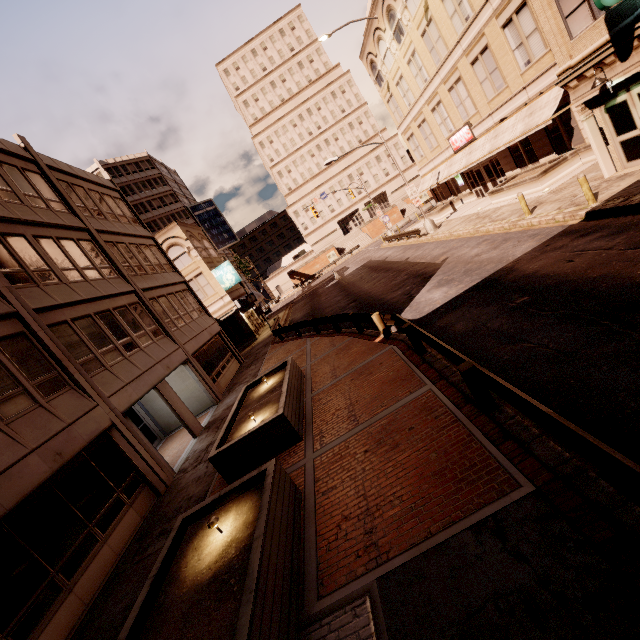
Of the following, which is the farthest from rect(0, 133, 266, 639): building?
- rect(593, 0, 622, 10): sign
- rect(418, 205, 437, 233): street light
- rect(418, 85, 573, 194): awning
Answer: rect(418, 85, 573, 194): awning

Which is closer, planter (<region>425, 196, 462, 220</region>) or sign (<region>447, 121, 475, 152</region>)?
sign (<region>447, 121, 475, 152</region>)

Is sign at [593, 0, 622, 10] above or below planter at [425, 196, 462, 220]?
above

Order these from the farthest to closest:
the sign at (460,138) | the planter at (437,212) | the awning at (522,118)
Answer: the planter at (437,212) < the sign at (460,138) < the awning at (522,118)

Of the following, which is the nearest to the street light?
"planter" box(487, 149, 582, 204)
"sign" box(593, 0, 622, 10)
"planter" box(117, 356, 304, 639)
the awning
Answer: the awning

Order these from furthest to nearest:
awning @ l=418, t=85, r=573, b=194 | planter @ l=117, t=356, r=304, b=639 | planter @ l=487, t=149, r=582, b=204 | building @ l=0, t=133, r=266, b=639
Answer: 1. planter @ l=487, t=149, r=582, b=204
2. awning @ l=418, t=85, r=573, b=194
3. building @ l=0, t=133, r=266, b=639
4. planter @ l=117, t=356, r=304, b=639

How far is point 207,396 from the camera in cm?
1789

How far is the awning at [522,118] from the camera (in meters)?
16.91
